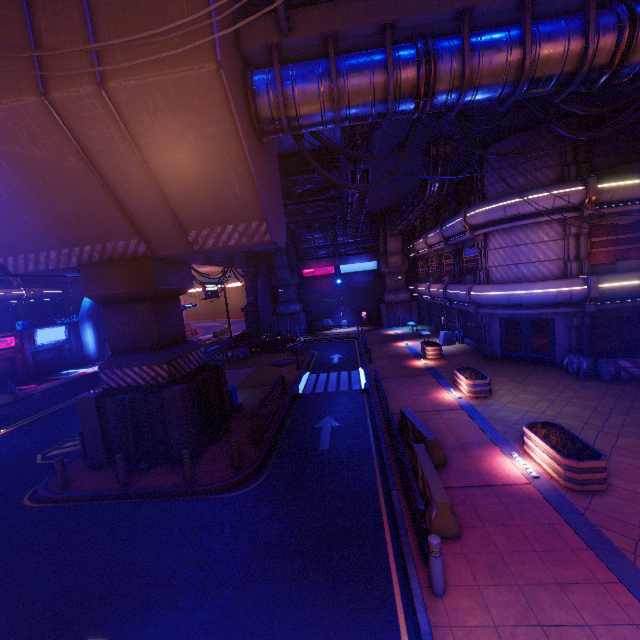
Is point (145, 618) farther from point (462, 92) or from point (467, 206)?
point (467, 206)

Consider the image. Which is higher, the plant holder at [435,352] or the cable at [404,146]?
the cable at [404,146]

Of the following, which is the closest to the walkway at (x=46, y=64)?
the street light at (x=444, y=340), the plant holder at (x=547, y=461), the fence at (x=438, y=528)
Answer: the fence at (x=438, y=528)

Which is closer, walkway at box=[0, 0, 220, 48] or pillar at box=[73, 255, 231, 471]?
walkway at box=[0, 0, 220, 48]

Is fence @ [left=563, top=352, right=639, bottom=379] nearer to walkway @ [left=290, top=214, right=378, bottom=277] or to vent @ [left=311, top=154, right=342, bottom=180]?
vent @ [left=311, top=154, right=342, bottom=180]

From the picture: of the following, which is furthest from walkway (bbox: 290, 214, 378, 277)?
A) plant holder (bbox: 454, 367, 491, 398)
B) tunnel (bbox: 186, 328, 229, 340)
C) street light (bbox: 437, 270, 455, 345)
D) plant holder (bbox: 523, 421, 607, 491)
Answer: plant holder (bbox: 523, 421, 607, 491)

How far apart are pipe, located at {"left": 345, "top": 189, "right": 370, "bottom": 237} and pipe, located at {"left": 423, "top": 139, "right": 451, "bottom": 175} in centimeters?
345cm

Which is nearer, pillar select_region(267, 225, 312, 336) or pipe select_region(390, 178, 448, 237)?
pipe select_region(390, 178, 448, 237)
